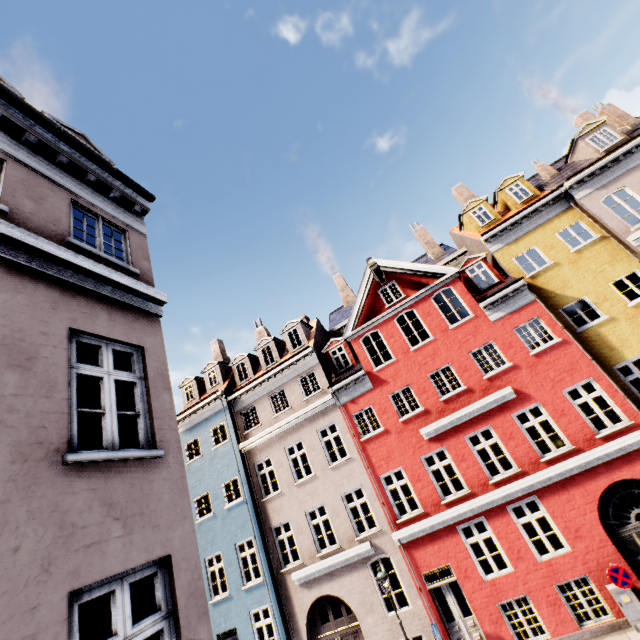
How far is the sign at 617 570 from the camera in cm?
885

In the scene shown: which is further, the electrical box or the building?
the electrical box

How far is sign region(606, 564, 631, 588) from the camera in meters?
8.9

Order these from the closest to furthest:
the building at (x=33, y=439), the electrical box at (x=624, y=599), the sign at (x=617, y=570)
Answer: the building at (x=33, y=439) < the sign at (x=617, y=570) < the electrical box at (x=624, y=599)

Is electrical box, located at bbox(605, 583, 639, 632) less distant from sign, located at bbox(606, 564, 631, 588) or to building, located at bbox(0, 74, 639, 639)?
building, located at bbox(0, 74, 639, 639)

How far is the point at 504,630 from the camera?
10.8 meters

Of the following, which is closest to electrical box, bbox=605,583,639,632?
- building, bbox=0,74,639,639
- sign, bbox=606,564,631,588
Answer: building, bbox=0,74,639,639
